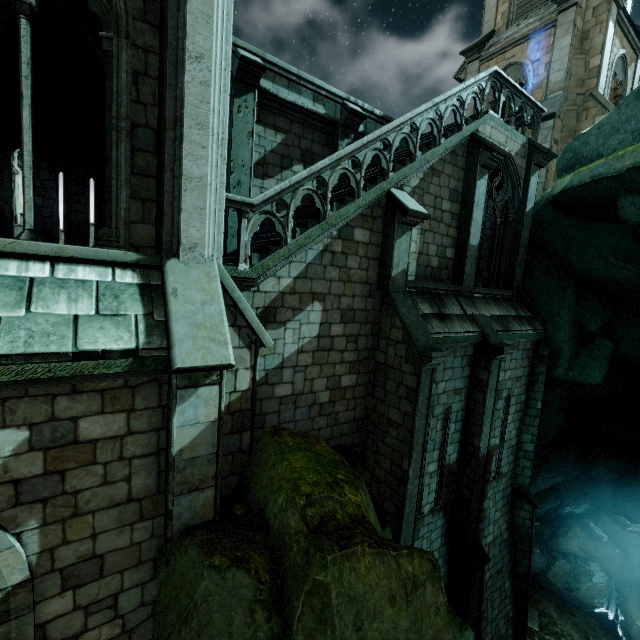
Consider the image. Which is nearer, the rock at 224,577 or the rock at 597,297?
the rock at 224,577

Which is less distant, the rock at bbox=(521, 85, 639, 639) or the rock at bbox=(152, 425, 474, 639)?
the rock at bbox=(152, 425, 474, 639)

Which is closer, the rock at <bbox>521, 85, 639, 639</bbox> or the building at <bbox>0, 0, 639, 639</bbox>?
the building at <bbox>0, 0, 639, 639</bbox>

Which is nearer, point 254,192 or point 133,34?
point 133,34

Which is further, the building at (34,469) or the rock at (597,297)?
the rock at (597,297)
